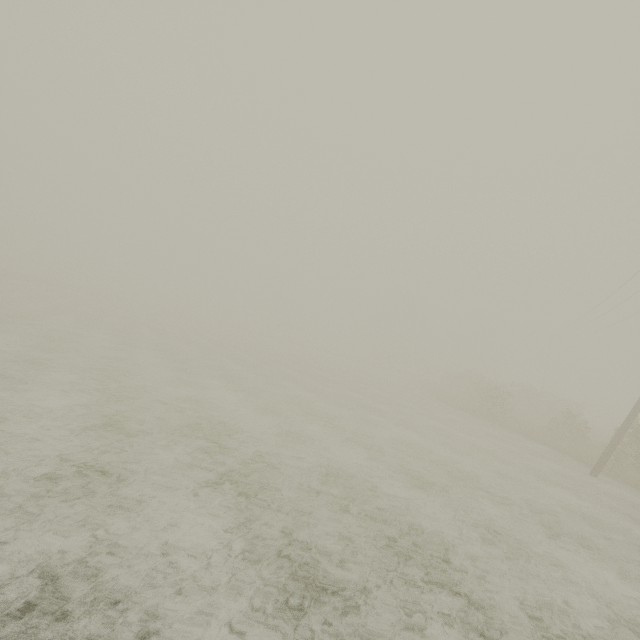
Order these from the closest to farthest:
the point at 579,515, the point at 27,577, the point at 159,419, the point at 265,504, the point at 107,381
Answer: the point at 27,577 → the point at 265,504 → the point at 159,419 → the point at 579,515 → the point at 107,381
